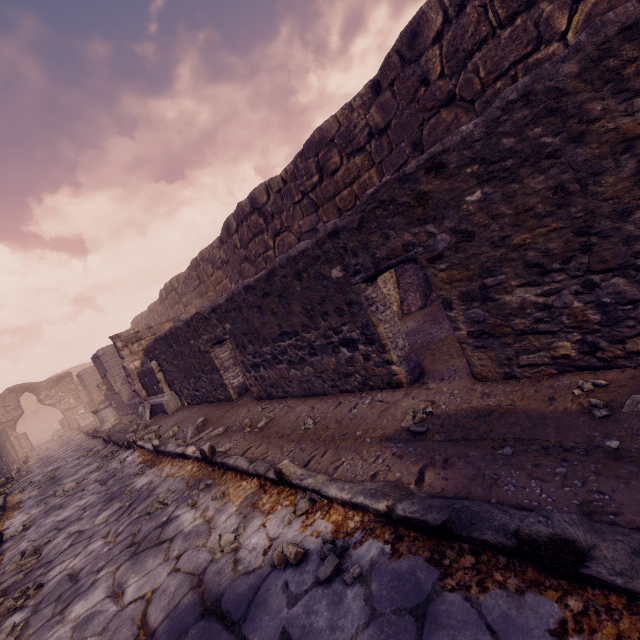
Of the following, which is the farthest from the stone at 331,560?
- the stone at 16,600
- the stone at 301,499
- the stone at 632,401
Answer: the stone at 16,600

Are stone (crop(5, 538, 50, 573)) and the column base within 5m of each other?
no

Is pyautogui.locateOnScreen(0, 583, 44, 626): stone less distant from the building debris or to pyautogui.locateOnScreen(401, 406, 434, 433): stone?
pyautogui.locateOnScreen(401, 406, 434, 433): stone

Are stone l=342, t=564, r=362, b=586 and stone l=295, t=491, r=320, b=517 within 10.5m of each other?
yes

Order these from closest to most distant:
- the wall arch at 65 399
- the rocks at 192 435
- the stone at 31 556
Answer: the stone at 31 556, the rocks at 192 435, the wall arch at 65 399

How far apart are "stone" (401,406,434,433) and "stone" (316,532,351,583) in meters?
1.0 m

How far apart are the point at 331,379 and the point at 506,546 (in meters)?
2.87

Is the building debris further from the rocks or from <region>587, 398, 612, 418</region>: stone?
<region>587, 398, 612, 418</region>: stone
